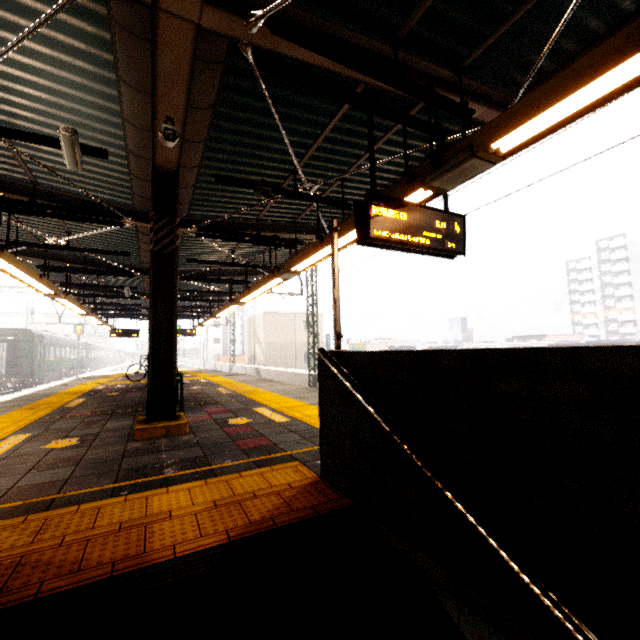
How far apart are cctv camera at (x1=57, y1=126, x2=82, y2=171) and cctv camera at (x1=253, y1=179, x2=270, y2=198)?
2.2 meters

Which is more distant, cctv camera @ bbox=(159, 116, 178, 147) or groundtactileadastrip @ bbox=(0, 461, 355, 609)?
cctv camera @ bbox=(159, 116, 178, 147)

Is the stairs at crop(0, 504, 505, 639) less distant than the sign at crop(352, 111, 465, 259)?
Yes

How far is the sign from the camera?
3.4 meters

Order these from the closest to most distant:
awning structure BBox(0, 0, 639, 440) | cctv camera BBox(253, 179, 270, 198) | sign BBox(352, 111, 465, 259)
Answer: awning structure BBox(0, 0, 639, 440)
sign BBox(352, 111, 465, 259)
cctv camera BBox(253, 179, 270, 198)

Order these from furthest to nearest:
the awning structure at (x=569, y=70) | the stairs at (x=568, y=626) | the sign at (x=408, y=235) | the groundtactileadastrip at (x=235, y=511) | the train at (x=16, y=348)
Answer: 1. the train at (x=16, y=348)
2. the sign at (x=408, y=235)
3. the awning structure at (x=569, y=70)
4. the groundtactileadastrip at (x=235, y=511)
5. the stairs at (x=568, y=626)

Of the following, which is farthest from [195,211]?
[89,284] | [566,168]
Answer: [89,284]

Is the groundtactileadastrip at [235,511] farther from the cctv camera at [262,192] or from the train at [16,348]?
the train at [16,348]
